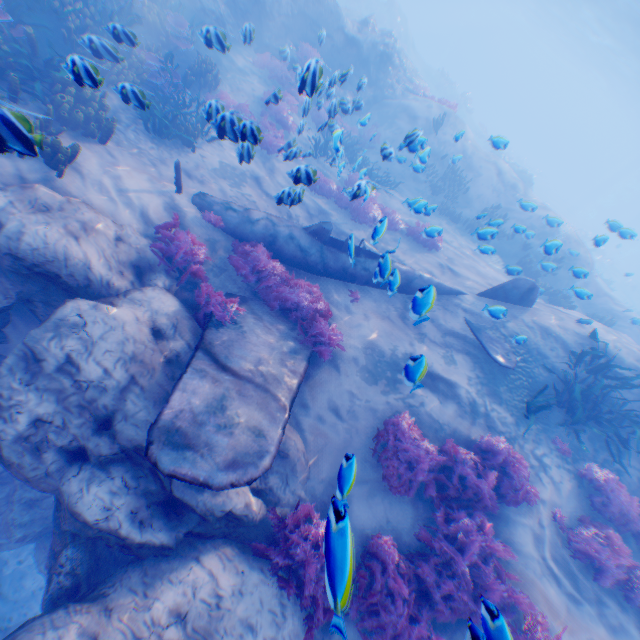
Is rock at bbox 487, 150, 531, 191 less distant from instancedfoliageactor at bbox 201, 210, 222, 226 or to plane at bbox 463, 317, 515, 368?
plane at bbox 463, 317, 515, 368

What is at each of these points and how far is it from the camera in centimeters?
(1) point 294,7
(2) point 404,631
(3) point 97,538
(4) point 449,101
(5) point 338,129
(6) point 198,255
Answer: (1) rock, 1474cm
(2) instancedfoliageactor, 492cm
(3) rock, 520cm
(4) instancedfoliageactor, 3462cm
(5) instancedfoliageactor, 1031cm
(6) instancedfoliageactor, 724cm

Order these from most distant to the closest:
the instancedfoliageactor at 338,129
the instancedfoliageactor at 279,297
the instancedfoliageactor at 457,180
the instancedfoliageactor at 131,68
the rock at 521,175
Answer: the rock at 521,175 → the instancedfoliageactor at 457,180 → the instancedfoliageactor at 279,297 → the instancedfoliageactor at 338,129 → the instancedfoliageactor at 131,68

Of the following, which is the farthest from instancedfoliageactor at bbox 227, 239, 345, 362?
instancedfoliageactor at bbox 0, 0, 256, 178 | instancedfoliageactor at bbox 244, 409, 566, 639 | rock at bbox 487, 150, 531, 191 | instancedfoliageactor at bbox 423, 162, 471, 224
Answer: rock at bbox 487, 150, 531, 191

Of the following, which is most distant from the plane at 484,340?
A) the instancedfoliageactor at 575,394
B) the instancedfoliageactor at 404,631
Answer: the instancedfoliageactor at 404,631

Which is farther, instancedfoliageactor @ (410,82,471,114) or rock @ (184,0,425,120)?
instancedfoliageactor @ (410,82,471,114)

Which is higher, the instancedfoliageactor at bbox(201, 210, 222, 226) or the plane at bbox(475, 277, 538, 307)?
the plane at bbox(475, 277, 538, 307)

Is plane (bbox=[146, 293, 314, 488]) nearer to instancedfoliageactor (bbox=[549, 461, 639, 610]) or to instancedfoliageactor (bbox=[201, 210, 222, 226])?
instancedfoliageactor (bbox=[201, 210, 222, 226])
